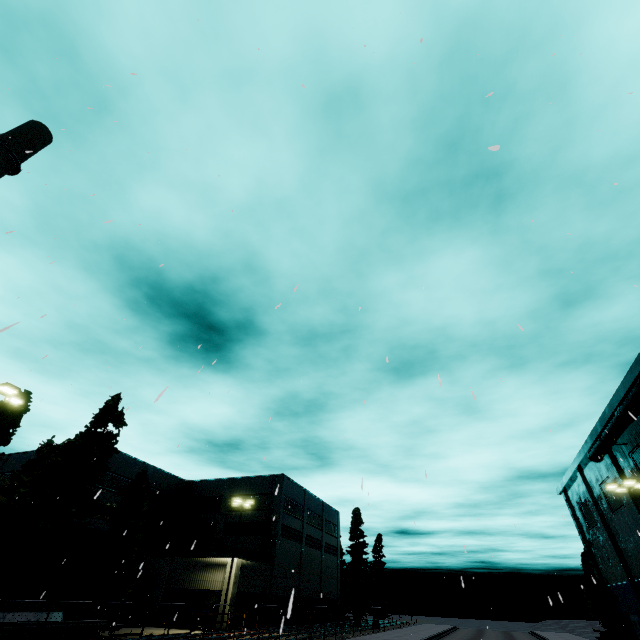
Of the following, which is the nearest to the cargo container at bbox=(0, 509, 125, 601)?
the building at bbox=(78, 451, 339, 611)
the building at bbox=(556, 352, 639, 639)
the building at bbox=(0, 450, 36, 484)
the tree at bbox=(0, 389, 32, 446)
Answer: the tree at bbox=(0, 389, 32, 446)

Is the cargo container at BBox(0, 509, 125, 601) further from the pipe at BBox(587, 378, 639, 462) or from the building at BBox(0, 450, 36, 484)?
the building at BBox(0, 450, 36, 484)

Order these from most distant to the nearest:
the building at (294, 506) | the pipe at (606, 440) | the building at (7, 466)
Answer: the building at (7, 466)
the building at (294, 506)
the pipe at (606, 440)

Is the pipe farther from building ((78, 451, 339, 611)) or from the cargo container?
building ((78, 451, 339, 611))

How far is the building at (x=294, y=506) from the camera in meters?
32.0

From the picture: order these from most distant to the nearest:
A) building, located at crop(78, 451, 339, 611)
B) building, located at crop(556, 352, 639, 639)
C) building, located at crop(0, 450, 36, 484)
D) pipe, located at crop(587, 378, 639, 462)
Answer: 1. building, located at crop(0, 450, 36, 484)
2. building, located at crop(78, 451, 339, 611)
3. building, located at crop(556, 352, 639, 639)
4. pipe, located at crop(587, 378, 639, 462)

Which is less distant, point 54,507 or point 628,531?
point 54,507

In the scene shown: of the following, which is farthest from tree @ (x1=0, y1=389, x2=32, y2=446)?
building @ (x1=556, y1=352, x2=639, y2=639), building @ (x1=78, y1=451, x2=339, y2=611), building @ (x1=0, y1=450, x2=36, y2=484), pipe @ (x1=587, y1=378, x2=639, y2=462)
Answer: building @ (x1=556, y1=352, x2=639, y2=639)
